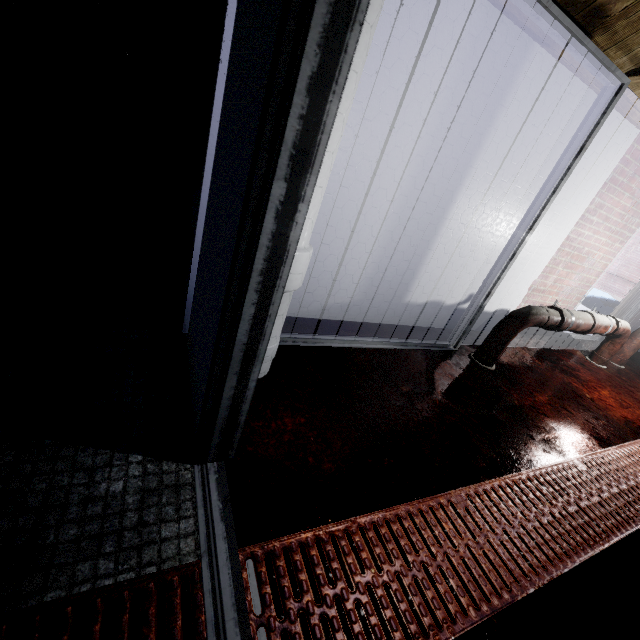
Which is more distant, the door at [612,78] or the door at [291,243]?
the door at [612,78]

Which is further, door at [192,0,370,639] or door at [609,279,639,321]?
door at [609,279,639,321]

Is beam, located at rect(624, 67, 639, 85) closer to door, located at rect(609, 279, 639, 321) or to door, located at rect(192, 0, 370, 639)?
door, located at rect(192, 0, 370, 639)

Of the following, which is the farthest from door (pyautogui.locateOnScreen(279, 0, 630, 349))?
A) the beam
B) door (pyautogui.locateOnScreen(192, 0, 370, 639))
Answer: door (pyautogui.locateOnScreen(192, 0, 370, 639))

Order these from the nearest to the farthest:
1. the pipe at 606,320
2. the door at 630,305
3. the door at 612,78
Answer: the door at 612,78 → the pipe at 606,320 → the door at 630,305

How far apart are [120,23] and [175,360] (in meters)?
1.40

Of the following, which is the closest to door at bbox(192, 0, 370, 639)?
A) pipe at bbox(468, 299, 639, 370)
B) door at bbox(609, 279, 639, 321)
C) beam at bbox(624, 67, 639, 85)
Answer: beam at bbox(624, 67, 639, 85)
